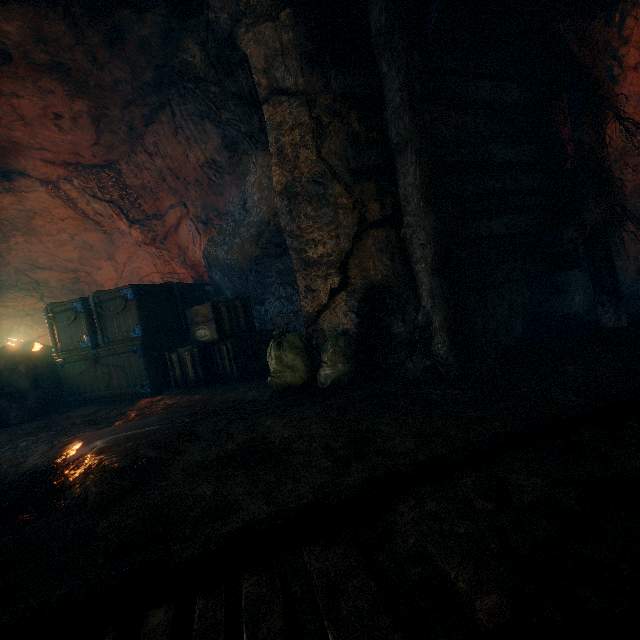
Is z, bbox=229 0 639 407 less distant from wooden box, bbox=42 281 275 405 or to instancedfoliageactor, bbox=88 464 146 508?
wooden box, bbox=42 281 275 405

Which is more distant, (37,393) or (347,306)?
(37,393)

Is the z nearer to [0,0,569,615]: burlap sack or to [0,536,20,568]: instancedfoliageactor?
[0,0,569,615]: burlap sack

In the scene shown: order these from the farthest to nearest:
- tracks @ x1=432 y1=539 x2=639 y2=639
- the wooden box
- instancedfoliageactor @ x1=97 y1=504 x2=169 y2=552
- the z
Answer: the wooden box < the z < instancedfoliageactor @ x1=97 y1=504 x2=169 y2=552 < tracks @ x1=432 y1=539 x2=639 y2=639

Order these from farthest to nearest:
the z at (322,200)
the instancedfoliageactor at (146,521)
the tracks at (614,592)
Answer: the z at (322,200)
the instancedfoliageactor at (146,521)
the tracks at (614,592)

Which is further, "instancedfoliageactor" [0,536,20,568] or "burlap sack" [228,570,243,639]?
"instancedfoliageactor" [0,536,20,568]

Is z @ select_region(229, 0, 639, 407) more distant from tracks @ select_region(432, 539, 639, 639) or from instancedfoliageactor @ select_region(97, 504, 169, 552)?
instancedfoliageactor @ select_region(97, 504, 169, 552)

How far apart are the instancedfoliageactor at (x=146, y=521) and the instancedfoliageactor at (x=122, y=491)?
0.4 meters
